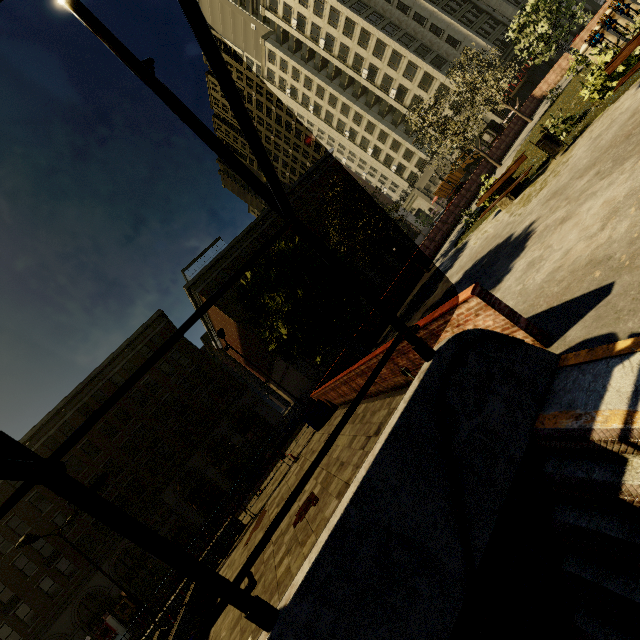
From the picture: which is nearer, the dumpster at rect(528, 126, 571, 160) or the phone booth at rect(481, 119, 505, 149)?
the dumpster at rect(528, 126, 571, 160)

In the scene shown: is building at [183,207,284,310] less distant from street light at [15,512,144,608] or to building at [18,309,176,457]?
building at [18,309,176,457]

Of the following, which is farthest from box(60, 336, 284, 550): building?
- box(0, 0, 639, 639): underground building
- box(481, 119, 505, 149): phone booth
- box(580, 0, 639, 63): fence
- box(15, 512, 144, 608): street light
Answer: box(580, 0, 639, 63): fence

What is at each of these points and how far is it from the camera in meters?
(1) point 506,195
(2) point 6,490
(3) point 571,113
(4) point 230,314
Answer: (1) bench, 12.0
(2) building, 30.0
(3) plant, 13.0
(4) building, 39.2

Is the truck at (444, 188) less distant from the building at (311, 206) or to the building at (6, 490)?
the building at (311, 206)

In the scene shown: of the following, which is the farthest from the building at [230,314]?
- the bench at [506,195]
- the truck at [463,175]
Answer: the bench at [506,195]

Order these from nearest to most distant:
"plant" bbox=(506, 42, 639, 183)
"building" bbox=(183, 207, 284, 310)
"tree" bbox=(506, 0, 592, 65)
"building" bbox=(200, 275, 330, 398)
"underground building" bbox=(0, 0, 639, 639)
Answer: "underground building" bbox=(0, 0, 639, 639) < "plant" bbox=(506, 42, 639, 183) < "tree" bbox=(506, 0, 592, 65) < "building" bbox=(200, 275, 330, 398) < "building" bbox=(183, 207, 284, 310)

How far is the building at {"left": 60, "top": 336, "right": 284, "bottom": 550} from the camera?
31.8m
